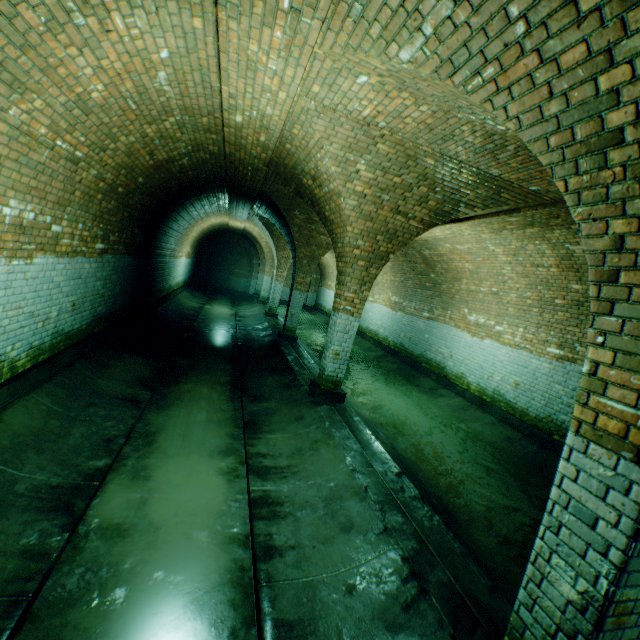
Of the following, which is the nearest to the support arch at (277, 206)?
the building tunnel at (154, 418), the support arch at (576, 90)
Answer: the building tunnel at (154, 418)

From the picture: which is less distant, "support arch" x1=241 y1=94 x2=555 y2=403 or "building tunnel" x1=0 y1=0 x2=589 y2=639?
"building tunnel" x1=0 y1=0 x2=589 y2=639

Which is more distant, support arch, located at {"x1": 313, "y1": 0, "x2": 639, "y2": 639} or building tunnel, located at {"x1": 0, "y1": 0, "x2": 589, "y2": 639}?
building tunnel, located at {"x1": 0, "y1": 0, "x2": 589, "y2": 639}

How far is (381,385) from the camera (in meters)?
10.38

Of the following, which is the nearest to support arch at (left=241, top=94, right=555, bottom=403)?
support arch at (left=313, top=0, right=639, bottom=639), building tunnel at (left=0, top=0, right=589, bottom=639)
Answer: building tunnel at (left=0, top=0, right=589, bottom=639)

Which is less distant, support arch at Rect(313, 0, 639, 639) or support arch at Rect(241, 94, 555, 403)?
support arch at Rect(313, 0, 639, 639)

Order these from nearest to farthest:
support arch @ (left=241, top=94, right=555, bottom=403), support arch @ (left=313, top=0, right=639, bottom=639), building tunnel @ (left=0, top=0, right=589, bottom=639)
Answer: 1. support arch @ (left=313, top=0, right=639, bottom=639)
2. building tunnel @ (left=0, top=0, right=589, bottom=639)
3. support arch @ (left=241, top=94, right=555, bottom=403)

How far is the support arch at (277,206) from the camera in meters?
4.4 m
